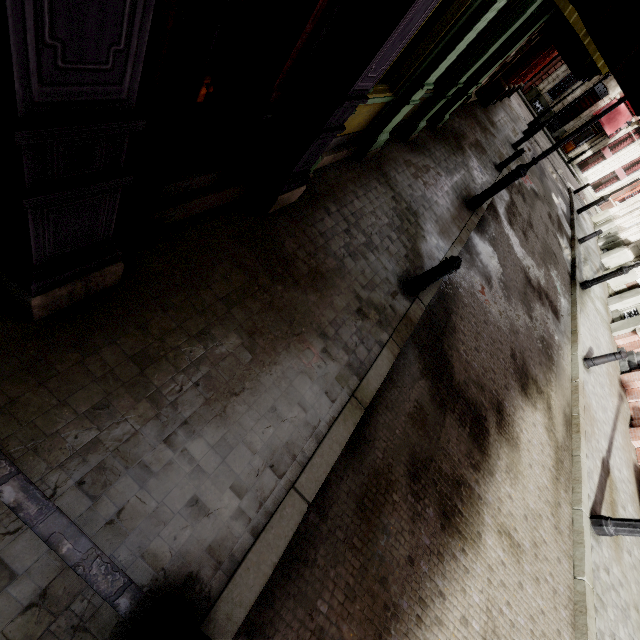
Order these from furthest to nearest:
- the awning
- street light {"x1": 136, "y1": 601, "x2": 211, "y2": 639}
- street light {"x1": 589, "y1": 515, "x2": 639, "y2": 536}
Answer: the awning, street light {"x1": 589, "y1": 515, "x2": 639, "y2": 536}, street light {"x1": 136, "y1": 601, "x2": 211, "y2": 639}

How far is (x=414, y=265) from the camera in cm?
590

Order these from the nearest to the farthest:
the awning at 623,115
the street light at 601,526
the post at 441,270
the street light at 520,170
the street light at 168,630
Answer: the street light at 168,630
the post at 441,270
the street light at 601,526
the street light at 520,170
the awning at 623,115

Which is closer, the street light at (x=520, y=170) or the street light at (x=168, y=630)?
the street light at (x=168, y=630)

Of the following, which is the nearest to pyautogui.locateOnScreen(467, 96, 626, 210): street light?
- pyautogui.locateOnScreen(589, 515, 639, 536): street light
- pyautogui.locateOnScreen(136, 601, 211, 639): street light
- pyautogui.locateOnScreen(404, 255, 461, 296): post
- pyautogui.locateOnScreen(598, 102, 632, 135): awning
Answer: pyautogui.locateOnScreen(404, 255, 461, 296): post

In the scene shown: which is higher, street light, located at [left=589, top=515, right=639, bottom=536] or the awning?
the awning

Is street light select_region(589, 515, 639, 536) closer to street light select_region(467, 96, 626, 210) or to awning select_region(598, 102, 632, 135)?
street light select_region(467, 96, 626, 210)
